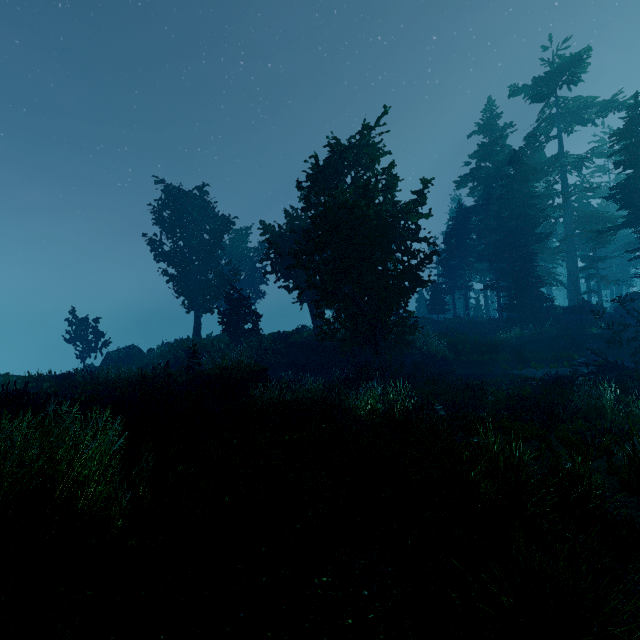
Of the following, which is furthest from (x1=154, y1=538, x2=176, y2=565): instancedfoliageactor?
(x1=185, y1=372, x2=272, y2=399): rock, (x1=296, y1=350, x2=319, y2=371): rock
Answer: (x1=296, y1=350, x2=319, y2=371): rock

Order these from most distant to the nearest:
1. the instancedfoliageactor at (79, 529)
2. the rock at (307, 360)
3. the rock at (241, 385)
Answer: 1. the rock at (307, 360)
2. the rock at (241, 385)
3. the instancedfoliageactor at (79, 529)

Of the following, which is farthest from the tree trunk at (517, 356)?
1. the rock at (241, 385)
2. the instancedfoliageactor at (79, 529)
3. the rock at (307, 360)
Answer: the rock at (241, 385)

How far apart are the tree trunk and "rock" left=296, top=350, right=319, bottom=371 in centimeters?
1316cm

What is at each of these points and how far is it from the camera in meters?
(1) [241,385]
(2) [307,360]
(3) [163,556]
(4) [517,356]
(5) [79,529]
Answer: (1) rock, 13.9 m
(2) rock, 24.4 m
(3) instancedfoliageactor, 3.1 m
(4) tree trunk, 21.1 m
(5) instancedfoliageactor, 3.0 m

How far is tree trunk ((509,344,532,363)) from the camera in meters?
20.8 m

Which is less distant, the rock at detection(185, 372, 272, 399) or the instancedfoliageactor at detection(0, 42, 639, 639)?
the instancedfoliageactor at detection(0, 42, 639, 639)

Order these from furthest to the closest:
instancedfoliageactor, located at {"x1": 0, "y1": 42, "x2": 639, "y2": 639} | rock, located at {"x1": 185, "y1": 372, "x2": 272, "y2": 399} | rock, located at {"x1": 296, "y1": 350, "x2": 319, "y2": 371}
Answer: rock, located at {"x1": 296, "y1": 350, "x2": 319, "y2": 371}
rock, located at {"x1": 185, "y1": 372, "x2": 272, "y2": 399}
instancedfoliageactor, located at {"x1": 0, "y1": 42, "x2": 639, "y2": 639}
